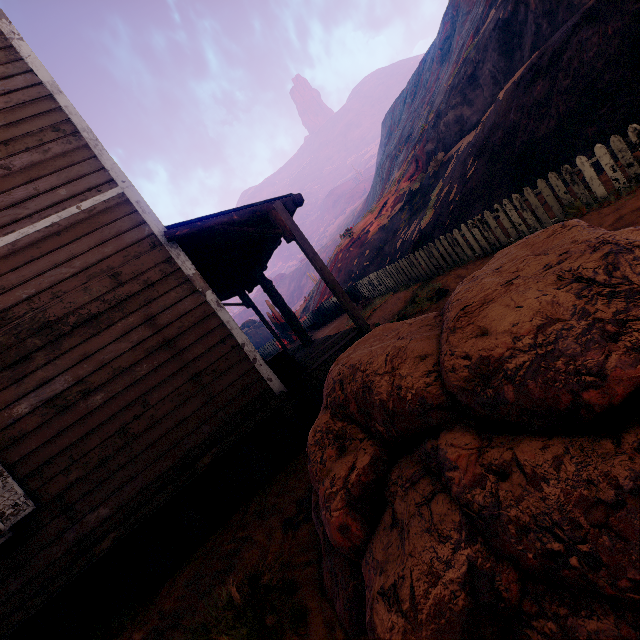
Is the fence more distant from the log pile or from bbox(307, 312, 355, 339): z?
the log pile

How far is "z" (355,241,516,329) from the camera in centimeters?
784cm

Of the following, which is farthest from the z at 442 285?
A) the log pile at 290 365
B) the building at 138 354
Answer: the log pile at 290 365

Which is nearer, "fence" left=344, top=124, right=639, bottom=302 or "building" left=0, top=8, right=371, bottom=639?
"building" left=0, top=8, right=371, bottom=639

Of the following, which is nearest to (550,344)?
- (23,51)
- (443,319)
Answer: (443,319)

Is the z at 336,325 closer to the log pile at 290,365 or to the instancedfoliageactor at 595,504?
the instancedfoliageactor at 595,504

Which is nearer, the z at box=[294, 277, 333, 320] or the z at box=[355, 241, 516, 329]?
the z at box=[355, 241, 516, 329]

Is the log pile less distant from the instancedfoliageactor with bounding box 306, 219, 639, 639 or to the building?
the building
